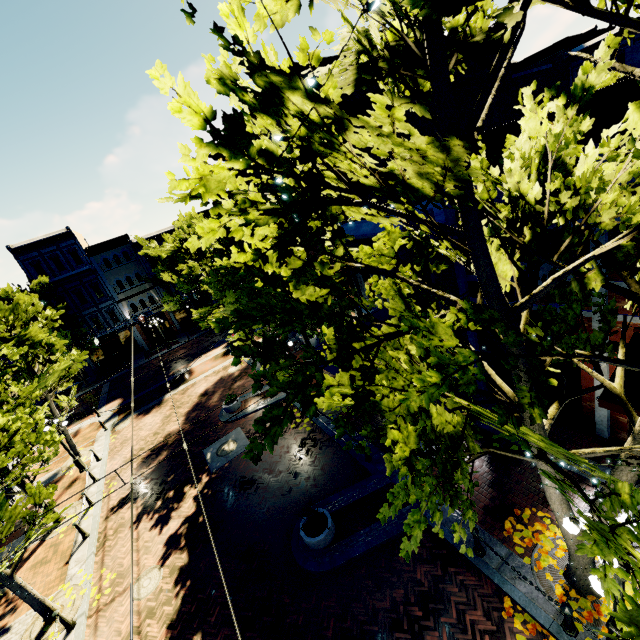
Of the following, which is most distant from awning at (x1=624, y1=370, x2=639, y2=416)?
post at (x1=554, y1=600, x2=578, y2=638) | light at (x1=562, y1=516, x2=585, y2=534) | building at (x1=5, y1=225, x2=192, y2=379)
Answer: building at (x1=5, y1=225, x2=192, y2=379)

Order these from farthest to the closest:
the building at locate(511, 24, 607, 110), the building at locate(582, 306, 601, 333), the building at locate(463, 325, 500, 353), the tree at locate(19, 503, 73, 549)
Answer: the building at locate(511, 24, 607, 110), the building at locate(463, 325, 500, 353), the tree at locate(19, 503, 73, 549), the building at locate(582, 306, 601, 333)

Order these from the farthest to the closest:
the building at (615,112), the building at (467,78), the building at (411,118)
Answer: the building at (467,78) → the building at (411,118) → the building at (615,112)

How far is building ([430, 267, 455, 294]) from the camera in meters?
11.1 m

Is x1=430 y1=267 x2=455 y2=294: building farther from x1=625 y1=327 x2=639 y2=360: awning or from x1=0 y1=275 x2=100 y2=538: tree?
x1=625 y1=327 x2=639 y2=360: awning

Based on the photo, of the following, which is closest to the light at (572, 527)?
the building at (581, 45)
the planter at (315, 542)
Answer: the planter at (315, 542)

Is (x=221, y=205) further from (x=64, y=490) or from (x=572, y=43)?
(x=572, y=43)
